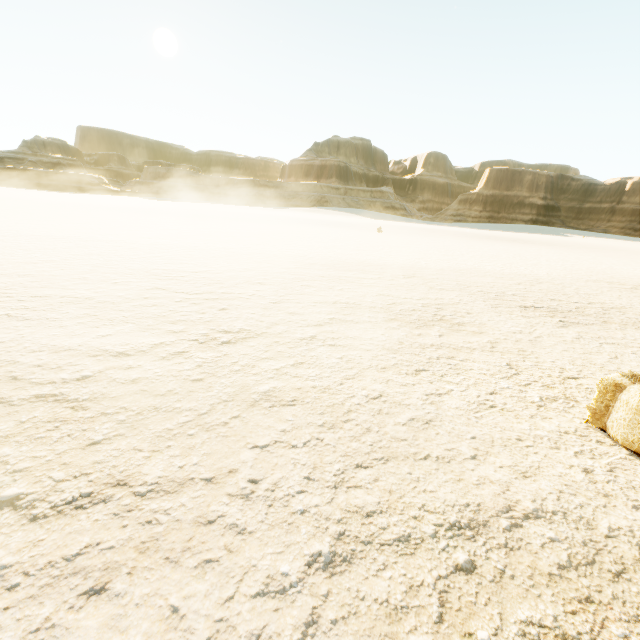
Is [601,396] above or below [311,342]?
above
